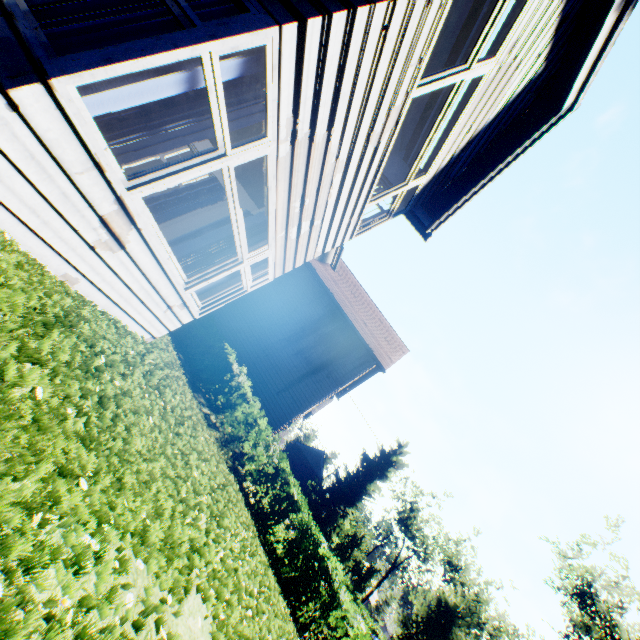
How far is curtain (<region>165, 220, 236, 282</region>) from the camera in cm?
488

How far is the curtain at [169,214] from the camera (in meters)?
6.53

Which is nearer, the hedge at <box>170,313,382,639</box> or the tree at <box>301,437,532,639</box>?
the hedge at <box>170,313,382,639</box>

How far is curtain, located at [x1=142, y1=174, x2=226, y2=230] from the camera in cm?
653

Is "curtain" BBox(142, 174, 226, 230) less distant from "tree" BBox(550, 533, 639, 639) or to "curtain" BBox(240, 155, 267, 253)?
"curtain" BBox(240, 155, 267, 253)

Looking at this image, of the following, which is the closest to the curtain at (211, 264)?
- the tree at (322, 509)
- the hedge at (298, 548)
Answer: the hedge at (298, 548)

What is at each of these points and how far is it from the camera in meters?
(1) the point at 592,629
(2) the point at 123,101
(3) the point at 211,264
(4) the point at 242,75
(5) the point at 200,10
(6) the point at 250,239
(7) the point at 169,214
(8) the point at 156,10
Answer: (1) tree, 25.9 m
(2) curtain, 2.4 m
(3) curtain, 5.3 m
(4) curtain, 2.7 m
(5) curtain, 2.8 m
(6) curtain, 5.4 m
(7) curtain, 6.6 m
(8) curtain, 2.7 m
